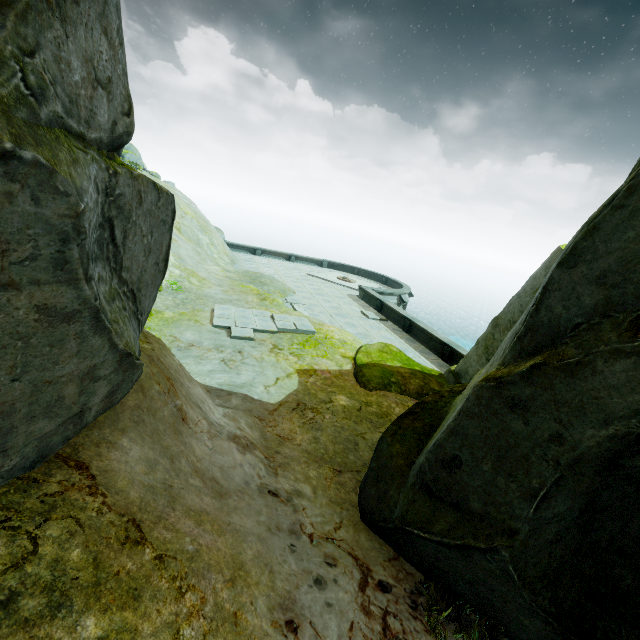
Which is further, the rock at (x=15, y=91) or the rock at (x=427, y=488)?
the rock at (x=427, y=488)

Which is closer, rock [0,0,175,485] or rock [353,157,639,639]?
rock [0,0,175,485]

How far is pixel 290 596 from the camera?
3.4 meters
